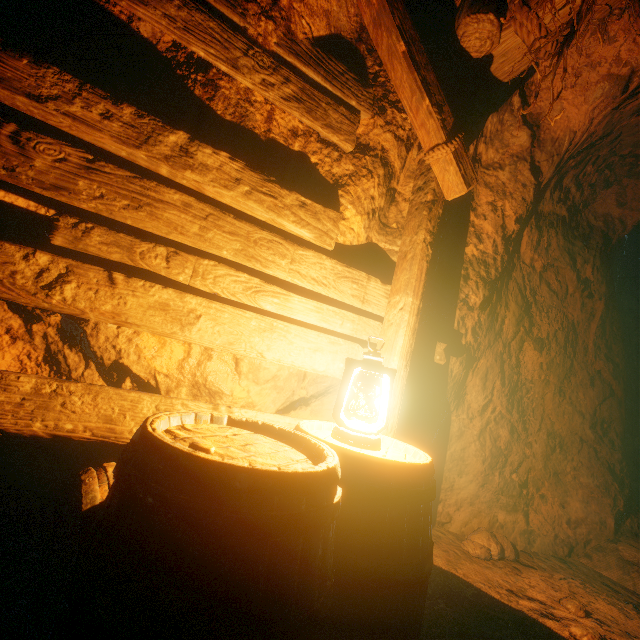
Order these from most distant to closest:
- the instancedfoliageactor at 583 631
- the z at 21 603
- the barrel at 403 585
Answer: the instancedfoliageactor at 583 631, the z at 21 603, the barrel at 403 585

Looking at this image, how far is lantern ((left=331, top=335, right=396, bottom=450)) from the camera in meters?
1.4 m

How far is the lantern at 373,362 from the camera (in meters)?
1.41

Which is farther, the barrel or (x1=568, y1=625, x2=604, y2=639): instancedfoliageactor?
(x1=568, y1=625, x2=604, y2=639): instancedfoliageactor

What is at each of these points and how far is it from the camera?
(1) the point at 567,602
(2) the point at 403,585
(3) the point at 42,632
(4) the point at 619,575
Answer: (1) instancedfoliageactor, 2.4m
(2) barrel, 1.1m
(3) instancedfoliageactor, 1.2m
(4) burlap sack, 3.2m

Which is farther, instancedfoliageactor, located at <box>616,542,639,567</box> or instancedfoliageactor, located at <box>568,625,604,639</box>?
instancedfoliageactor, located at <box>616,542,639,567</box>

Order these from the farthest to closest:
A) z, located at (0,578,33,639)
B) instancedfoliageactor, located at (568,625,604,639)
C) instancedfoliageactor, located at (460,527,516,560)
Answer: instancedfoliageactor, located at (460,527,516,560), instancedfoliageactor, located at (568,625,604,639), z, located at (0,578,33,639)

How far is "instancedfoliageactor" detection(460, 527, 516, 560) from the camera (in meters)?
2.95
